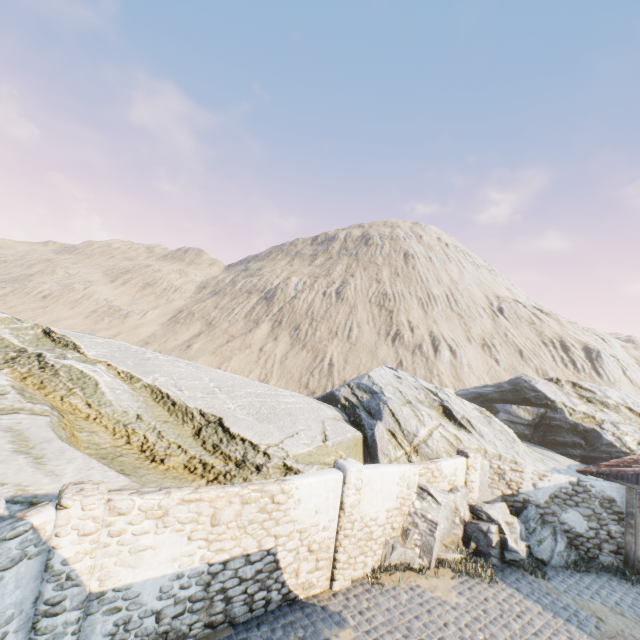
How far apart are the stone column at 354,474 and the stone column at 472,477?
5.6m

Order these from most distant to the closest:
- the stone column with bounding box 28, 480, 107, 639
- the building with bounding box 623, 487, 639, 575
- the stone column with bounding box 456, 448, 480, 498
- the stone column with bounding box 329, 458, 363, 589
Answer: the stone column with bounding box 456, 448, 480, 498 < the building with bounding box 623, 487, 639, 575 < the stone column with bounding box 329, 458, 363, 589 < the stone column with bounding box 28, 480, 107, 639

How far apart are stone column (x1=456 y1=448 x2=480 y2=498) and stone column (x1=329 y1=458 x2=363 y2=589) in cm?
557

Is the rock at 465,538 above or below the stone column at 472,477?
below

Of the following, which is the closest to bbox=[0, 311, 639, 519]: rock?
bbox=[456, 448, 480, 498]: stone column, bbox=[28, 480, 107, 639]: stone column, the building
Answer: bbox=[456, 448, 480, 498]: stone column

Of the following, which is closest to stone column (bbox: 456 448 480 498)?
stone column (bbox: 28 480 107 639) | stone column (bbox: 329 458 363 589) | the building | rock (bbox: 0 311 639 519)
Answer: rock (bbox: 0 311 639 519)

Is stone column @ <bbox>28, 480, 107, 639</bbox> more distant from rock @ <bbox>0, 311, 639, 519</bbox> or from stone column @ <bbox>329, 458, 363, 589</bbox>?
stone column @ <bbox>329, 458, 363, 589</bbox>

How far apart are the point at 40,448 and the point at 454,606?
11.4 meters
